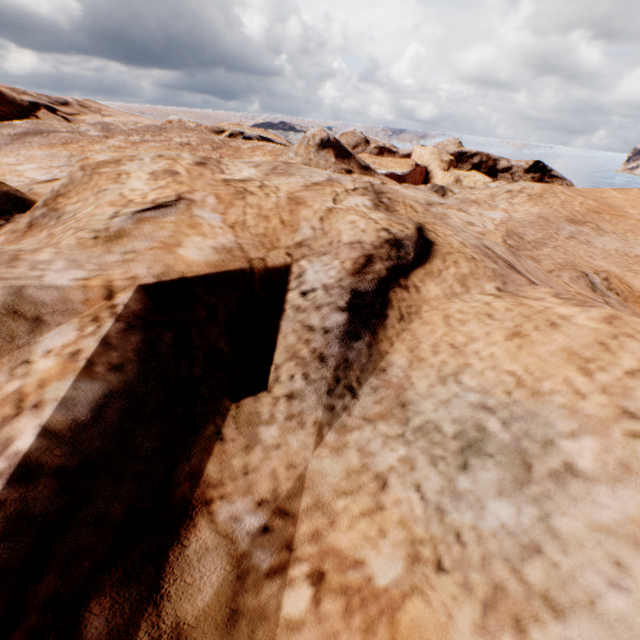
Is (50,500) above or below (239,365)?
above
